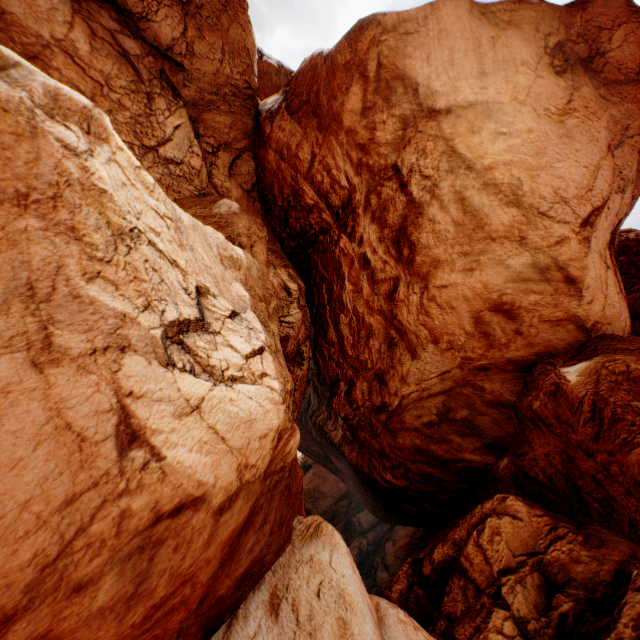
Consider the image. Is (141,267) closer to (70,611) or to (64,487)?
(64,487)
